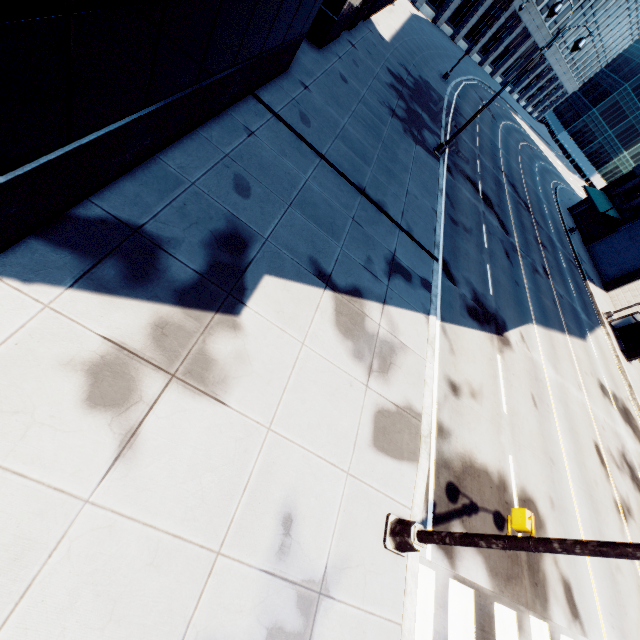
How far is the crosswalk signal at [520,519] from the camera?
4.64m

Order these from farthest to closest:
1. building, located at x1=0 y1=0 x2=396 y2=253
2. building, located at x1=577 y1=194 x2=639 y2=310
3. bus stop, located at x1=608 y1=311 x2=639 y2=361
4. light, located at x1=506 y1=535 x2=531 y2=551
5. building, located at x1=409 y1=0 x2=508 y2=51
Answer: building, located at x1=409 y1=0 x2=508 y2=51 < building, located at x1=577 y1=194 x2=639 y2=310 < bus stop, located at x1=608 y1=311 x2=639 y2=361 < light, located at x1=506 y1=535 x2=531 y2=551 < building, located at x1=0 y1=0 x2=396 y2=253

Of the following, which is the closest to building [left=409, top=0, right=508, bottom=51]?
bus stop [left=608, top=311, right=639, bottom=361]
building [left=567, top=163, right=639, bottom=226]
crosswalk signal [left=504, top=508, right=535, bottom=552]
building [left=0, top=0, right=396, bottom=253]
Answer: building [left=0, top=0, right=396, bottom=253]

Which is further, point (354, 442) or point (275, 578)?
point (354, 442)

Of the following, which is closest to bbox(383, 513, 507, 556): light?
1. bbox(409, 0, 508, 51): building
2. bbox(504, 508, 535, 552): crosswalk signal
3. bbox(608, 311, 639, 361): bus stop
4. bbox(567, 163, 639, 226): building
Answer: bbox(504, 508, 535, 552): crosswalk signal

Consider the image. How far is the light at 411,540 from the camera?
4.94m

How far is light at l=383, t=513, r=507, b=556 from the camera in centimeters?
494cm

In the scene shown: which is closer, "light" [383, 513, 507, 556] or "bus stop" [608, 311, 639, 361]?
"light" [383, 513, 507, 556]
